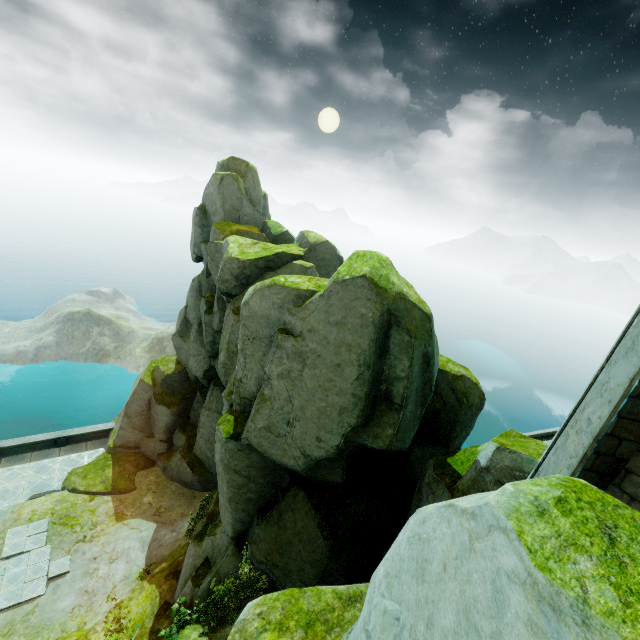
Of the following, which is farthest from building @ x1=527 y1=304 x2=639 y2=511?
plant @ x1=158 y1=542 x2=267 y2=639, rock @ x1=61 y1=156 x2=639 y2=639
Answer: plant @ x1=158 y1=542 x2=267 y2=639

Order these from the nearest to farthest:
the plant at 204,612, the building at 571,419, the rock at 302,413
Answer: the rock at 302,413 → the building at 571,419 → the plant at 204,612

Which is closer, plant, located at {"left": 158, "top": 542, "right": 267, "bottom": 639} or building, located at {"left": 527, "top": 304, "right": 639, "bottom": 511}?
building, located at {"left": 527, "top": 304, "right": 639, "bottom": 511}

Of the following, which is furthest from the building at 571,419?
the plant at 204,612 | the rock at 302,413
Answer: the plant at 204,612

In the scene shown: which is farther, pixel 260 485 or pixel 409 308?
pixel 260 485

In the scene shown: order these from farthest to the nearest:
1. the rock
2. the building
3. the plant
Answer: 1. the plant
2. the building
3. the rock

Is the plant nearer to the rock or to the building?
the rock
